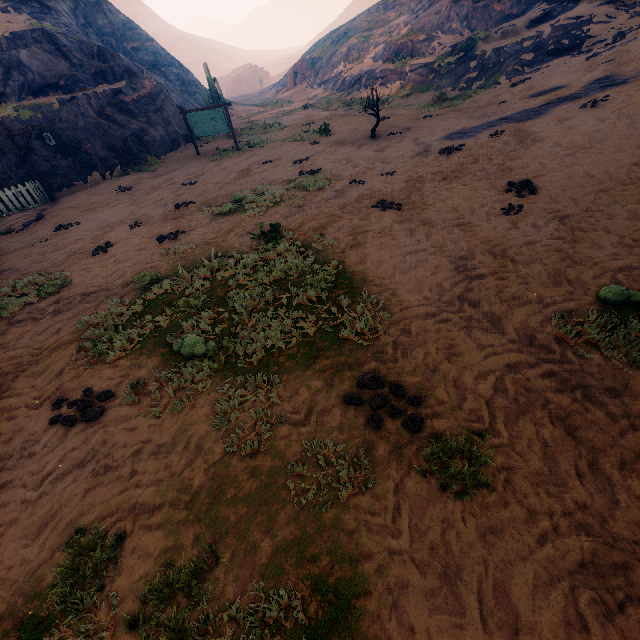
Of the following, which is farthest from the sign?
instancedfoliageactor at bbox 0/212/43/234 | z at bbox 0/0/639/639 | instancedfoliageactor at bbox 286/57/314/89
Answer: instancedfoliageactor at bbox 286/57/314/89

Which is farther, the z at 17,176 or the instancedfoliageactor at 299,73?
the instancedfoliageactor at 299,73

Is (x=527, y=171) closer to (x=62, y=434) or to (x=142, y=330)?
(x=142, y=330)

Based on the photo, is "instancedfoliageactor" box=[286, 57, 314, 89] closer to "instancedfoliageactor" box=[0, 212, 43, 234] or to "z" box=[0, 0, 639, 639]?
"z" box=[0, 0, 639, 639]

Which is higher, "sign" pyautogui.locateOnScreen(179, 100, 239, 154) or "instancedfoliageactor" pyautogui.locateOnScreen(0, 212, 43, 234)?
"sign" pyautogui.locateOnScreen(179, 100, 239, 154)

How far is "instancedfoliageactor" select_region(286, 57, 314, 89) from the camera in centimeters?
4084cm

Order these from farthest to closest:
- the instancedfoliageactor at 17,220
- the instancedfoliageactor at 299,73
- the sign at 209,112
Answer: the instancedfoliageactor at 299,73 < the sign at 209,112 < the instancedfoliageactor at 17,220
